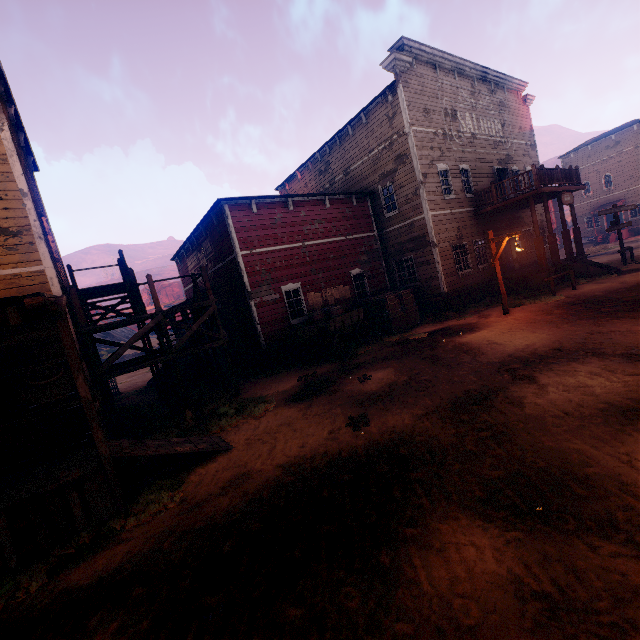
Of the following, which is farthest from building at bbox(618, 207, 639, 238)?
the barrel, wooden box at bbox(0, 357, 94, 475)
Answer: the barrel

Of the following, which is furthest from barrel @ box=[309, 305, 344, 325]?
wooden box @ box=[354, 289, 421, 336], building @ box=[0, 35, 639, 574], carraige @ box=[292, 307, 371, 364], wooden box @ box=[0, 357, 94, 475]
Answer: wooden box @ box=[0, 357, 94, 475]

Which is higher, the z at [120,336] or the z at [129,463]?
the z at [120,336]

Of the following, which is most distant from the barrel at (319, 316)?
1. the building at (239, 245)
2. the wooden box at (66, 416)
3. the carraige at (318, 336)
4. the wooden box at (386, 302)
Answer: the wooden box at (66, 416)

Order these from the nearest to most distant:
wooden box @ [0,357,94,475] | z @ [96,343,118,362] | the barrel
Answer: wooden box @ [0,357,94,475], the barrel, z @ [96,343,118,362]

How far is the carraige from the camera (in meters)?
11.52

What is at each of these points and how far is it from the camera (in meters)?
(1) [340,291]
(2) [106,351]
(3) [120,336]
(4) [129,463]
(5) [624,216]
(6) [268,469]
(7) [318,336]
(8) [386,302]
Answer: (1) poster, 15.53
(2) z, 33.12
(3) z, 38.00
(4) z, 7.28
(5) building, 35.00
(6) z, 5.56
(7) carraige, 11.34
(8) wooden box, 14.28

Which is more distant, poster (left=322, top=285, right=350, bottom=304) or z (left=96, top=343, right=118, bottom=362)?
z (left=96, top=343, right=118, bottom=362)
